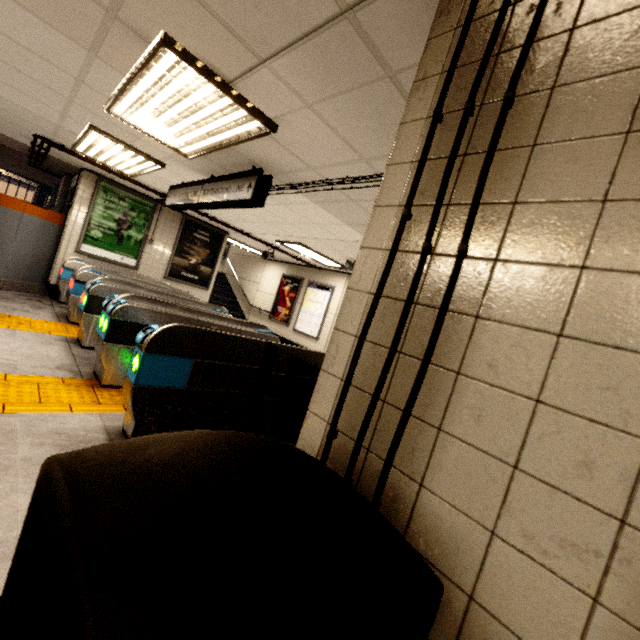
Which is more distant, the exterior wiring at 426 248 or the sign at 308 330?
the sign at 308 330

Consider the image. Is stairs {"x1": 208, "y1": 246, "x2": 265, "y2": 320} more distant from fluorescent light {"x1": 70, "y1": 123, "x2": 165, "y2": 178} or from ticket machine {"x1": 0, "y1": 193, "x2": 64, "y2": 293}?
fluorescent light {"x1": 70, "y1": 123, "x2": 165, "y2": 178}

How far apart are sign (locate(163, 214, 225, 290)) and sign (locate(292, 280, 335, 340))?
3.0 meters

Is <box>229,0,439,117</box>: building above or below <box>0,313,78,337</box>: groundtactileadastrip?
above

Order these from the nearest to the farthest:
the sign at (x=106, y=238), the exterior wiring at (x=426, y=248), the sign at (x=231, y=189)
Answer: the exterior wiring at (x=426, y=248) → the sign at (x=231, y=189) → the sign at (x=106, y=238)

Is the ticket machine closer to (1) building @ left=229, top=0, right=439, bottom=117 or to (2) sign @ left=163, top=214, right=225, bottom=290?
(2) sign @ left=163, top=214, right=225, bottom=290

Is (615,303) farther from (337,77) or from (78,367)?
(78,367)

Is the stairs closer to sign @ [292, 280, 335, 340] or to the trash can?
sign @ [292, 280, 335, 340]
